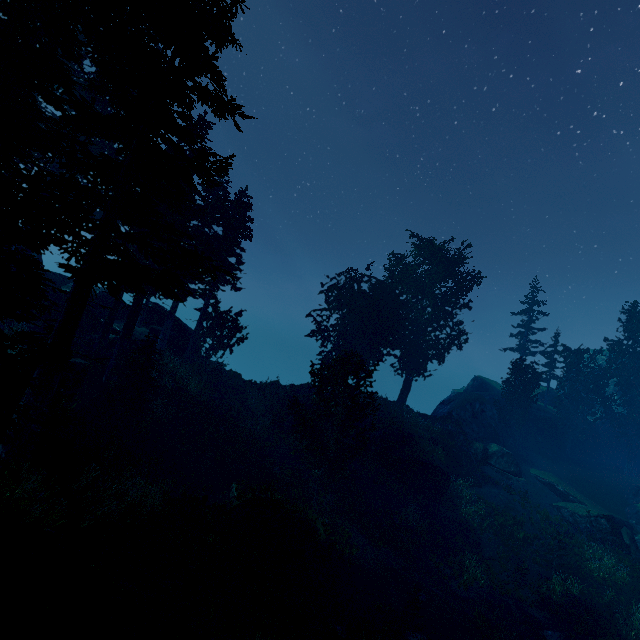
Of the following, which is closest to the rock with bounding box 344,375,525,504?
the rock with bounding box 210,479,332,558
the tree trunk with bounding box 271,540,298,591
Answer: the rock with bounding box 210,479,332,558

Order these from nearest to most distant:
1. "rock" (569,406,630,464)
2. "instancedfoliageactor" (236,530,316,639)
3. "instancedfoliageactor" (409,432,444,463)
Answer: "instancedfoliageactor" (236,530,316,639), "instancedfoliageactor" (409,432,444,463), "rock" (569,406,630,464)

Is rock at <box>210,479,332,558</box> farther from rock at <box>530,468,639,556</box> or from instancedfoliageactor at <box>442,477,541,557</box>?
rock at <box>530,468,639,556</box>

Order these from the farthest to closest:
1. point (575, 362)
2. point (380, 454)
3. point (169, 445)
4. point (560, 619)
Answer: point (575, 362) → point (380, 454) → point (169, 445) → point (560, 619)

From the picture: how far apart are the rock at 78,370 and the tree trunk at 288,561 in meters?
13.2

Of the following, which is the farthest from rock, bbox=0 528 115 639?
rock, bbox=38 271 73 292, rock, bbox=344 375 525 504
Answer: rock, bbox=344 375 525 504

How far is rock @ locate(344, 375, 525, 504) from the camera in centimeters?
2498cm

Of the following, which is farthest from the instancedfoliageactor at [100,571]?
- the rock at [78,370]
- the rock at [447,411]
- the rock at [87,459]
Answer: the rock at [78,370]
